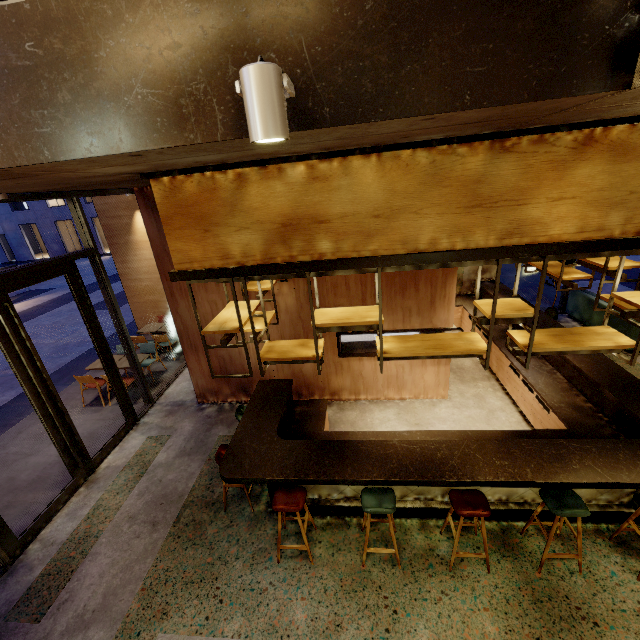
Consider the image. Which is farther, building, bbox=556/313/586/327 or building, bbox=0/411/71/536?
building, bbox=556/313/586/327

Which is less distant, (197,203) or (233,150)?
(233,150)

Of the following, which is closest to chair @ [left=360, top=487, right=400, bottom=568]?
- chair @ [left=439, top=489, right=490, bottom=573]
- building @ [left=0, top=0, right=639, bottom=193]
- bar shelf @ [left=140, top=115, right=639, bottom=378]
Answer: building @ [left=0, top=0, right=639, bottom=193]

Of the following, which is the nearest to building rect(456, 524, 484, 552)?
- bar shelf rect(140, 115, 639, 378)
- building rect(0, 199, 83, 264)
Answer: bar shelf rect(140, 115, 639, 378)

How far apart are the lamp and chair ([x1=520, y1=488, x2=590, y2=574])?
4.38m

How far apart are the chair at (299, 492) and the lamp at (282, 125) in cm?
374

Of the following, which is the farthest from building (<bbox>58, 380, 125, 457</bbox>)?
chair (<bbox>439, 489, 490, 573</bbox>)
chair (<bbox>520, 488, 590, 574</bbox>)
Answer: chair (<bbox>520, 488, 590, 574</bbox>)

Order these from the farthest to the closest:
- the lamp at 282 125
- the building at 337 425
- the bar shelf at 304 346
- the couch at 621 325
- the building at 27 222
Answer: the building at 27 222 < the couch at 621 325 < the building at 337 425 < the bar shelf at 304 346 < the lamp at 282 125
